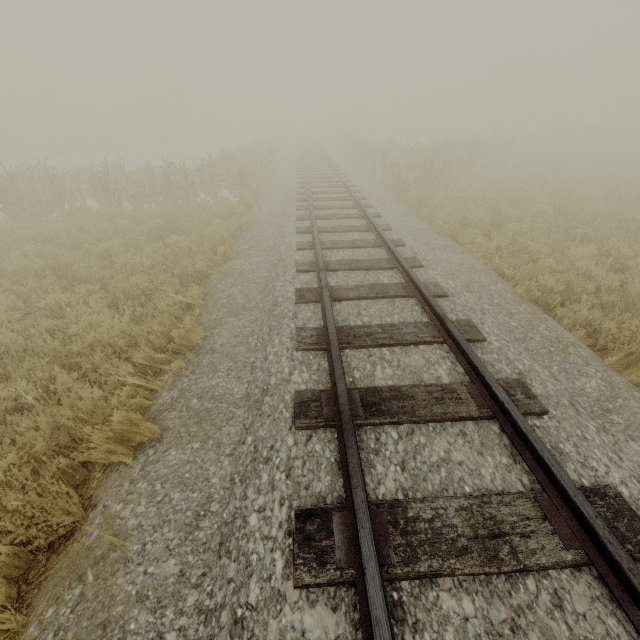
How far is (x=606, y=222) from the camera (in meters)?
9.55
